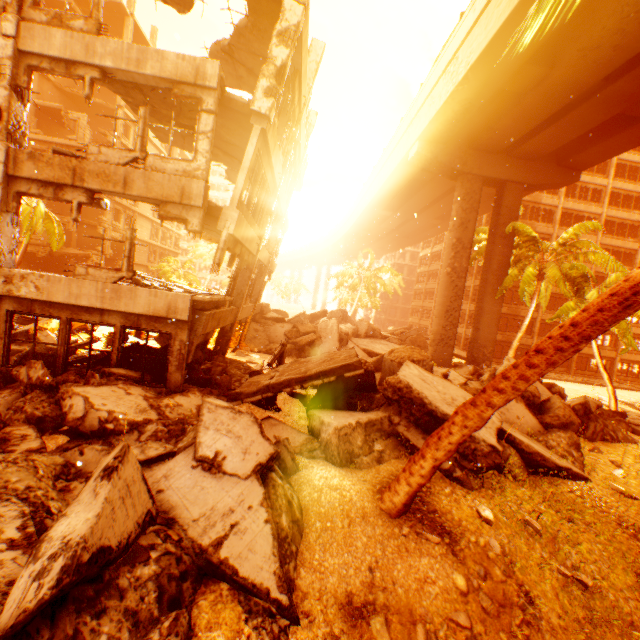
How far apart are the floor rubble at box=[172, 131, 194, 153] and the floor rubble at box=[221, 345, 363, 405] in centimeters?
705cm

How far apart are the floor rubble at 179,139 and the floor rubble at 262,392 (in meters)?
7.05

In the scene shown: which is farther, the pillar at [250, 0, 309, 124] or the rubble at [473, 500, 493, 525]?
the pillar at [250, 0, 309, 124]

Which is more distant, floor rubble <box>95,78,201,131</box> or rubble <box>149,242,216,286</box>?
rubble <box>149,242,216,286</box>

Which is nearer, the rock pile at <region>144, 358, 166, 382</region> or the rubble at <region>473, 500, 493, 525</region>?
the rubble at <region>473, 500, 493, 525</region>

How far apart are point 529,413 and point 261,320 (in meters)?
16.39

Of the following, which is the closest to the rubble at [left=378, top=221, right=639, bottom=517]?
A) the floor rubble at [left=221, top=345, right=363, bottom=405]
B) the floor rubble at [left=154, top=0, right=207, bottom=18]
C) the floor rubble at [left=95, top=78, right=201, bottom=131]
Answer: the floor rubble at [left=221, top=345, right=363, bottom=405]

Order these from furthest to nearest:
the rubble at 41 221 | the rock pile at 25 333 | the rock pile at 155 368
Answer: the rubble at 41 221 < the rock pile at 25 333 < the rock pile at 155 368
